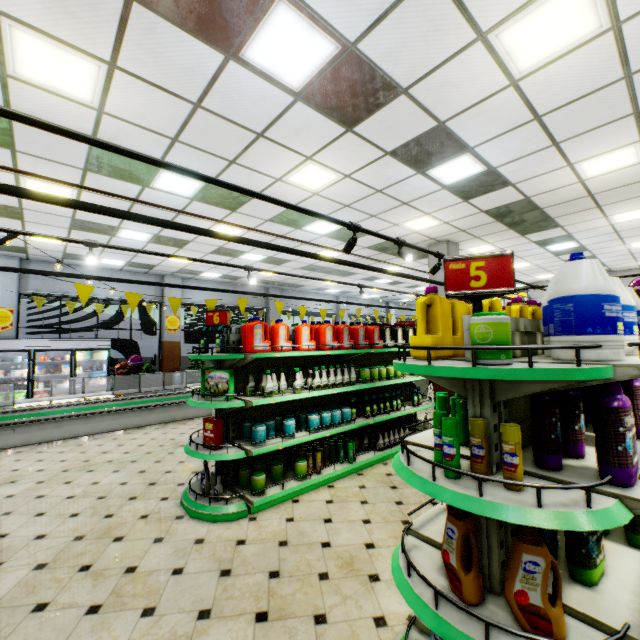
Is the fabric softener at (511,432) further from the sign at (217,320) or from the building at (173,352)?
the sign at (217,320)

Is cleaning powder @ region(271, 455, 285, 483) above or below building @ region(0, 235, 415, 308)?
below

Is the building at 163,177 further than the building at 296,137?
Yes

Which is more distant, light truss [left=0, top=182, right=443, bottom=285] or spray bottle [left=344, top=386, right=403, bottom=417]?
spray bottle [left=344, top=386, right=403, bottom=417]

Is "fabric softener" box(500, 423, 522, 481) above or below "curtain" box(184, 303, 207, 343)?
below

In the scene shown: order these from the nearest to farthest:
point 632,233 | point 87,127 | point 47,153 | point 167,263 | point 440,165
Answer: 1. point 87,127
2. point 47,153
3. point 440,165
4. point 632,233
5. point 167,263

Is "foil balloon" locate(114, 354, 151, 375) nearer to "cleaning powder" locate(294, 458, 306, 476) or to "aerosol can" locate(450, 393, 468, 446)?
"cleaning powder" locate(294, 458, 306, 476)

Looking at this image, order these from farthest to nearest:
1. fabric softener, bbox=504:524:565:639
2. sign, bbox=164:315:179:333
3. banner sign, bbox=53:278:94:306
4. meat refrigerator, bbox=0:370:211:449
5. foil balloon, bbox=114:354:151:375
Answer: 1. sign, bbox=164:315:179:333
2. foil balloon, bbox=114:354:151:375
3. meat refrigerator, bbox=0:370:211:449
4. banner sign, bbox=53:278:94:306
5. fabric softener, bbox=504:524:565:639
